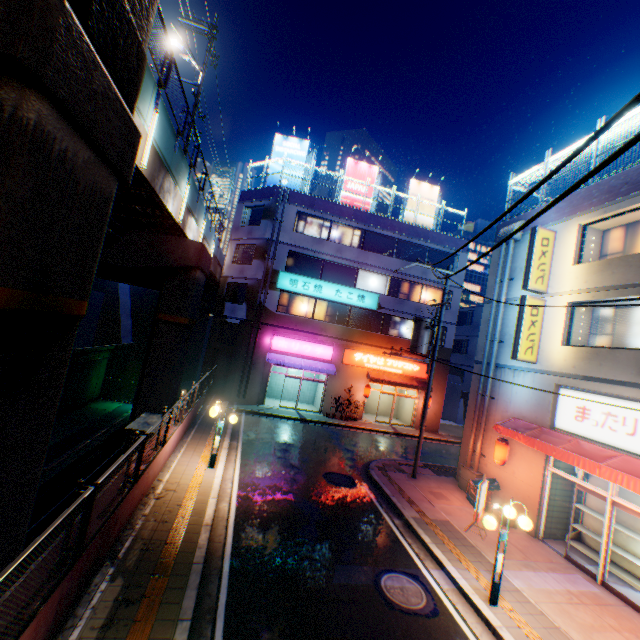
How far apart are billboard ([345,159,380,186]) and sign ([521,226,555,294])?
15.4 meters

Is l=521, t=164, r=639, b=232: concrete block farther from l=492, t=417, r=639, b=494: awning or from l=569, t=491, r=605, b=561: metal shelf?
l=569, t=491, r=605, b=561: metal shelf

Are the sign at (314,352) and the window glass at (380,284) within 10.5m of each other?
yes

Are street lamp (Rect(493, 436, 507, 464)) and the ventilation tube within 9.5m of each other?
yes

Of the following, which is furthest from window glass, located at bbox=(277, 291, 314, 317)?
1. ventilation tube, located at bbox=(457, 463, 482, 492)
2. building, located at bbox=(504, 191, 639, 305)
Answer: ventilation tube, located at bbox=(457, 463, 482, 492)

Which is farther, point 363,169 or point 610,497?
point 363,169

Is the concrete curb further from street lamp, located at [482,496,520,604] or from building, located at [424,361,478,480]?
street lamp, located at [482,496,520,604]

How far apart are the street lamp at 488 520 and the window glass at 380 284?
18.48m
